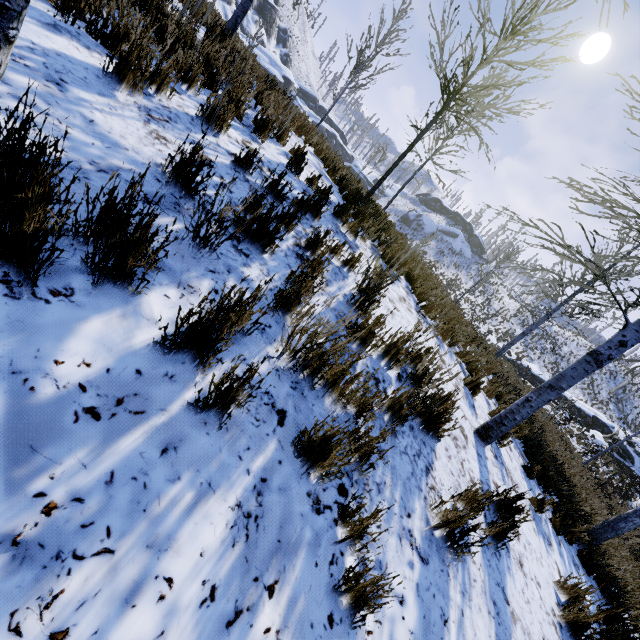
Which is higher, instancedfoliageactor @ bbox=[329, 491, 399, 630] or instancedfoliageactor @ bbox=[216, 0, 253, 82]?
instancedfoliageactor @ bbox=[216, 0, 253, 82]

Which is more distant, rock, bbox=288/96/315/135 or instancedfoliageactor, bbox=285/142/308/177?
rock, bbox=288/96/315/135

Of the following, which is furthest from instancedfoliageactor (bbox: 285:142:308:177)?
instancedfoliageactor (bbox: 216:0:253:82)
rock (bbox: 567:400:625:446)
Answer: rock (bbox: 567:400:625:446)

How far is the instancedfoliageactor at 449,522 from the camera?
2.3m

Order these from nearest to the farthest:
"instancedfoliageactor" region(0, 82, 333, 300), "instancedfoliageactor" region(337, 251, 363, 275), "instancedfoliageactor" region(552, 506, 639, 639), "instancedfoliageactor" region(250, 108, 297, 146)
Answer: "instancedfoliageactor" region(0, 82, 333, 300) → "instancedfoliageactor" region(552, 506, 639, 639) → "instancedfoliageactor" region(337, 251, 363, 275) → "instancedfoliageactor" region(250, 108, 297, 146)

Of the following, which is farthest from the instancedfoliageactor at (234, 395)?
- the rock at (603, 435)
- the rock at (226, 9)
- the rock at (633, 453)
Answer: the rock at (603, 435)

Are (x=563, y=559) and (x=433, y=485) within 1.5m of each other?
no

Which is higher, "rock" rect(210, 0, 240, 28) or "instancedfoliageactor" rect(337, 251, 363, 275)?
"rock" rect(210, 0, 240, 28)
